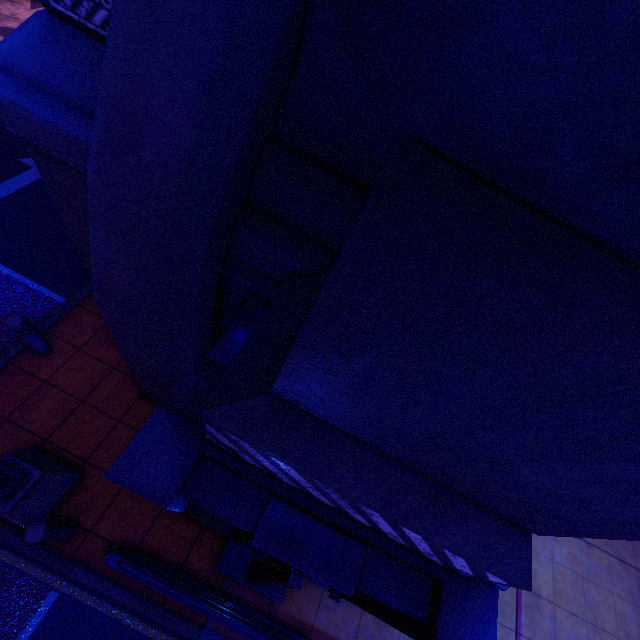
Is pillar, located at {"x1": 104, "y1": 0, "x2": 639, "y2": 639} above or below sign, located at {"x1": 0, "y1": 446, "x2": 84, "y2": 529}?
above

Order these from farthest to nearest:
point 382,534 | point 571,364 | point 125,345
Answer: point 125,345
point 382,534
point 571,364

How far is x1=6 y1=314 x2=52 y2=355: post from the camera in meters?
4.7 m

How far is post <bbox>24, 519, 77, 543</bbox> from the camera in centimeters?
367cm

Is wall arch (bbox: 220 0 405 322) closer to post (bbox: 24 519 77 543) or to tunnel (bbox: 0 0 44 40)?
tunnel (bbox: 0 0 44 40)

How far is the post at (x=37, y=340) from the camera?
4.7m

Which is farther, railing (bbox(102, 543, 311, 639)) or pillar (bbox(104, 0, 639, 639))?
railing (bbox(102, 543, 311, 639))

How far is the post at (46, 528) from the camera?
3.7 meters
